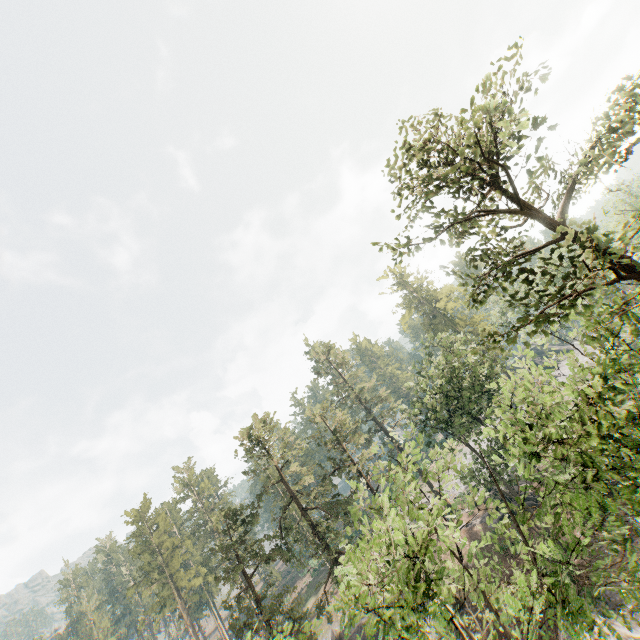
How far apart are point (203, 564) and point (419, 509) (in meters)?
55.57

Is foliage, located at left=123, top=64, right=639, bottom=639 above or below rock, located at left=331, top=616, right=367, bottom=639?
above

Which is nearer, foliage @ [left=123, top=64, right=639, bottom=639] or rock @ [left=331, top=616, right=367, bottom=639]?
foliage @ [left=123, top=64, right=639, bottom=639]

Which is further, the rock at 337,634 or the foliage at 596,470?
the rock at 337,634

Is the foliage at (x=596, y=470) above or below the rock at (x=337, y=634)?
above
